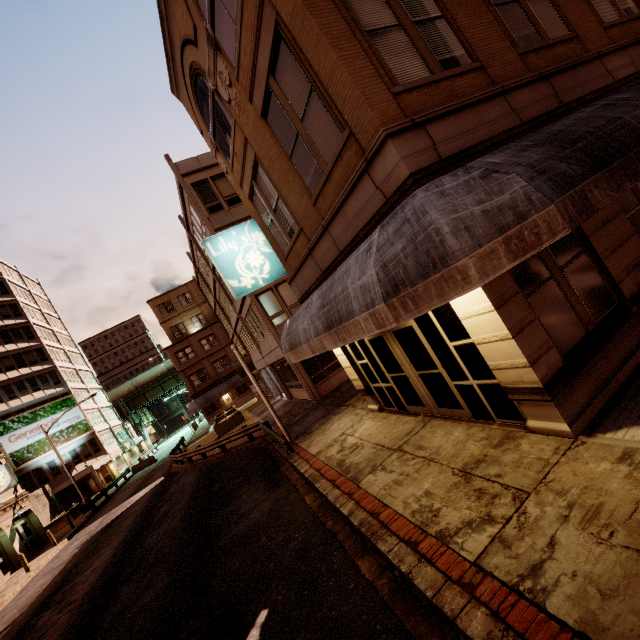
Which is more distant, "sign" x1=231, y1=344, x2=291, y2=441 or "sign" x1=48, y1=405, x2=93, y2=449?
"sign" x1=48, y1=405, x2=93, y2=449

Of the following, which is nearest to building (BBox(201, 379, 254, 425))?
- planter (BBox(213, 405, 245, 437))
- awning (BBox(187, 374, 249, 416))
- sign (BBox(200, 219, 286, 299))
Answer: awning (BBox(187, 374, 249, 416))

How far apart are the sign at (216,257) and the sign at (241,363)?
→ 3.5 meters

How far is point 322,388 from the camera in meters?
18.5 m

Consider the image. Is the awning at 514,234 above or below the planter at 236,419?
above

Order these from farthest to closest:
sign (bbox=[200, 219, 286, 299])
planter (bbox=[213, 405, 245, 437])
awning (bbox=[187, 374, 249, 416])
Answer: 1. awning (bbox=[187, 374, 249, 416])
2. planter (bbox=[213, 405, 245, 437])
3. sign (bbox=[200, 219, 286, 299])

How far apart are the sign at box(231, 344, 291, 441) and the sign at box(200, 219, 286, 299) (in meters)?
3.52

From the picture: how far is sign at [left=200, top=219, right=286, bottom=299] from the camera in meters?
10.7 m
